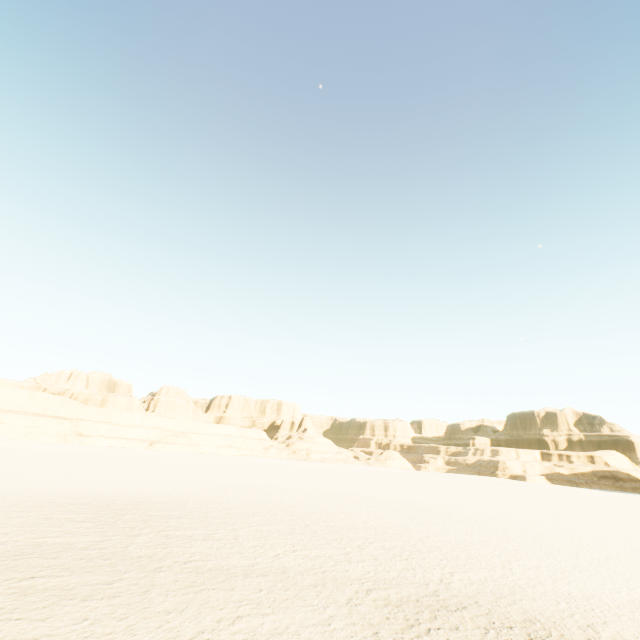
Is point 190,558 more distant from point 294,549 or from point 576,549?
point 576,549
